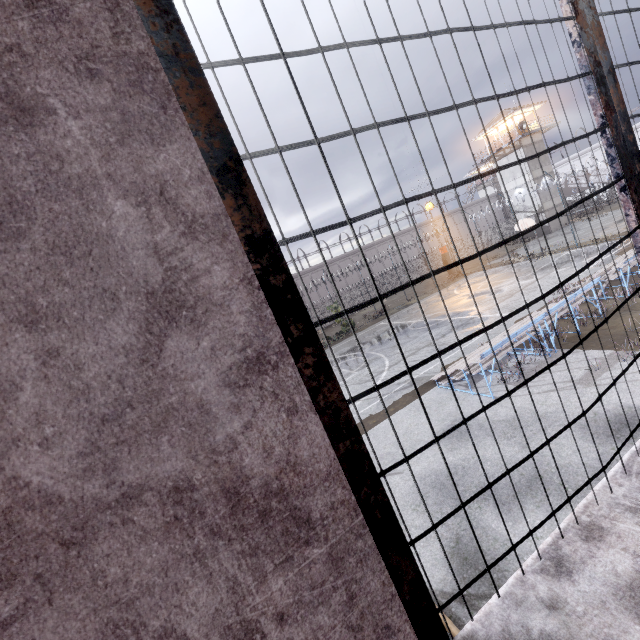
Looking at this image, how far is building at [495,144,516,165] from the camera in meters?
38.8

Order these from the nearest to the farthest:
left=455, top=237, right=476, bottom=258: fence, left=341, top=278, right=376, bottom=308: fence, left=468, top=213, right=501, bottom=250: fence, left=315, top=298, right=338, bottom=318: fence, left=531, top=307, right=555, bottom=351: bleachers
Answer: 1. left=531, top=307, right=555, bottom=351: bleachers
2. left=468, top=213, right=501, bottom=250: fence
3. left=315, top=298, right=338, bottom=318: fence
4. left=341, top=278, right=376, bottom=308: fence
5. left=455, top=237, right=476, bottom=258: fence

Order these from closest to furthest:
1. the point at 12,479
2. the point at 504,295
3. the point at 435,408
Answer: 1. the point at 12,479
2. the point at 435,408
3. the point at 504,295

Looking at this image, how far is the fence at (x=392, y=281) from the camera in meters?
43.8 m

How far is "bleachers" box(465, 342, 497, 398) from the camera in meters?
9.7 m

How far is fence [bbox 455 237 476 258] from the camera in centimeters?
4941cm

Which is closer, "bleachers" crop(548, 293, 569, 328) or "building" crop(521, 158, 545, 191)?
"bleachers" crop(548, 293, 569, 328)
